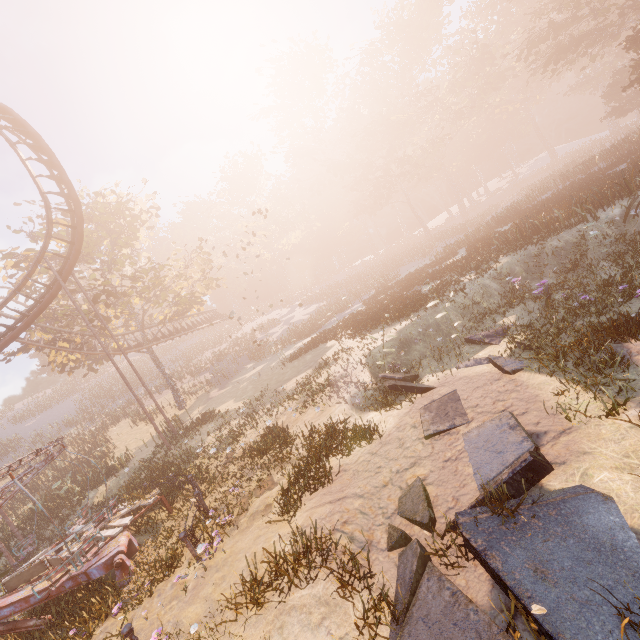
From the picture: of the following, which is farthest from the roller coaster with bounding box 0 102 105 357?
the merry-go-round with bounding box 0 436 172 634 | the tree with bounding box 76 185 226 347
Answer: the merry-go-round with bounding box 0 436 172 634

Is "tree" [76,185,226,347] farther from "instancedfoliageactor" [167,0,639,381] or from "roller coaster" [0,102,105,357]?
"instancedfoliageactor" [167,0,639,381]

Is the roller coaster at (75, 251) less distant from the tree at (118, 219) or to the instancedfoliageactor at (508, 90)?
the tree at (118, 219)

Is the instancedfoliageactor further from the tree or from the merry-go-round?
the tree

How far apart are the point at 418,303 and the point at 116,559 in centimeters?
1468cm

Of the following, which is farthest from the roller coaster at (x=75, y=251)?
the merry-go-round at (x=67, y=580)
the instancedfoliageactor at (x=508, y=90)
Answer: the instancedfoliageactor at (x=508, y=90)

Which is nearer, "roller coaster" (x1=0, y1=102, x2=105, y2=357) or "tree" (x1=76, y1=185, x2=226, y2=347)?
"roller coaster" (x1=0, y1=102, x2=105, y2=357)
